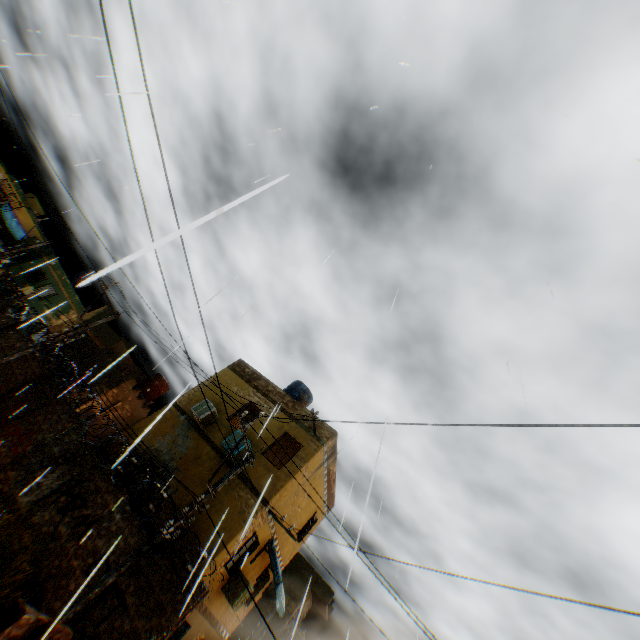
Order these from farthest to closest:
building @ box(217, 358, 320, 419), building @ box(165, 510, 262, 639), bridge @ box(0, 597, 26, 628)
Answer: building @ box(217, 358, 320, 419) < building @ box(165, 510, 262, 639) < bridge @ box(0, 597, 26, 628)

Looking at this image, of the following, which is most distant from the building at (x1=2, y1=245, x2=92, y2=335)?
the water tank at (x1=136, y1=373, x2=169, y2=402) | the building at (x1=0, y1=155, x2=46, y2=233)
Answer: the building at (x1=0, y1=155, x2=46, y2=233)

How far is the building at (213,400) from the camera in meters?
13.0

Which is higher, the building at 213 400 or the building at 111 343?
the building at 213 400

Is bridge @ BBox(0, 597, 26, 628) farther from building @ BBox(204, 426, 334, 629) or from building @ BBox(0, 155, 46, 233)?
building @ BBox(0, 155, 46, 233)

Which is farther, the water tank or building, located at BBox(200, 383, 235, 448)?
the water tank

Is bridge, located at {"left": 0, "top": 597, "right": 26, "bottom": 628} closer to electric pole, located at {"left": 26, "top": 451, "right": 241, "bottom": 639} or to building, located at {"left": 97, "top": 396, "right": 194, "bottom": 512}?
electric pole, located at {"left": 26, "top": 451, "right": 241, "bottom": 639}

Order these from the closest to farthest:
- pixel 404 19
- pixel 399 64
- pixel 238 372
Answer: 1. pixel 399 64
2. pixel 404 19
3. pixel 238 372
